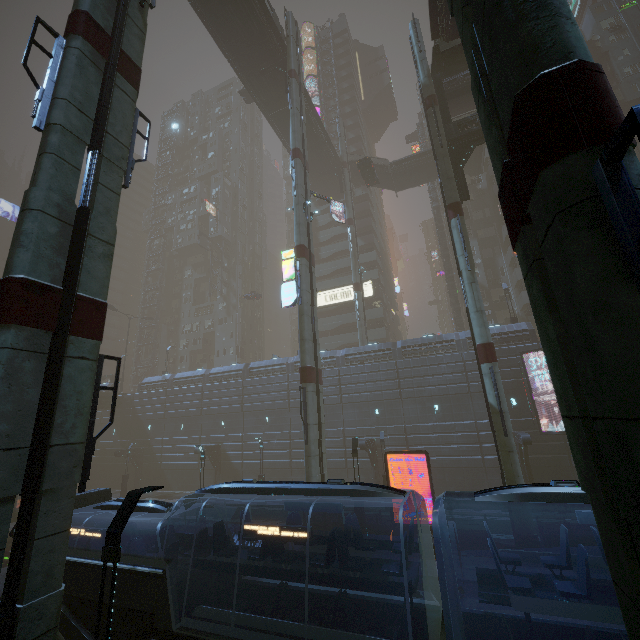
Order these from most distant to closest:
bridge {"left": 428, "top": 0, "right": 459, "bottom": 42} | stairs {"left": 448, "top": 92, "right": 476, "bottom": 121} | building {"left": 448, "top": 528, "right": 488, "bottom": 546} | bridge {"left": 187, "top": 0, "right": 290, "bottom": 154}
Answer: stairs {"left": 448, "top": 92, "right": 476, "bottom": 121} < bridge {"left": 187, "top": 0, "right": 290, "bottom": 154} < bridge {"left": 428, "top": 0, "right": 459, "bottom": 42} < building {"left": 448, "top": 528, "right": 488, "bottom": 546}

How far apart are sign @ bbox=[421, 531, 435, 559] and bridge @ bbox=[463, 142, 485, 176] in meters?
41.0 m

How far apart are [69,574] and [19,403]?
6.6 meters

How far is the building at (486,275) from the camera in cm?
2894

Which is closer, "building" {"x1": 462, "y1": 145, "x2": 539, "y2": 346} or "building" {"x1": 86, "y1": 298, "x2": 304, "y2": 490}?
"building" {"x1": 462, "y1": 145, "x2": 539, "y2": 346}

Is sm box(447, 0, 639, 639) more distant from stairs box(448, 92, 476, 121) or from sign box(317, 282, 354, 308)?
sign box(317, 282, 354, 308)

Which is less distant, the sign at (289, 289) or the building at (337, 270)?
the sign at (289, 289)

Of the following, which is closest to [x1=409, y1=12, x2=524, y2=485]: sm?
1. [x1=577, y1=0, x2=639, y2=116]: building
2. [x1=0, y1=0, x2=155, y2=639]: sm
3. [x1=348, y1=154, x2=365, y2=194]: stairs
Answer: [x1=577, y1=0, x2=639, y2=116]: building
